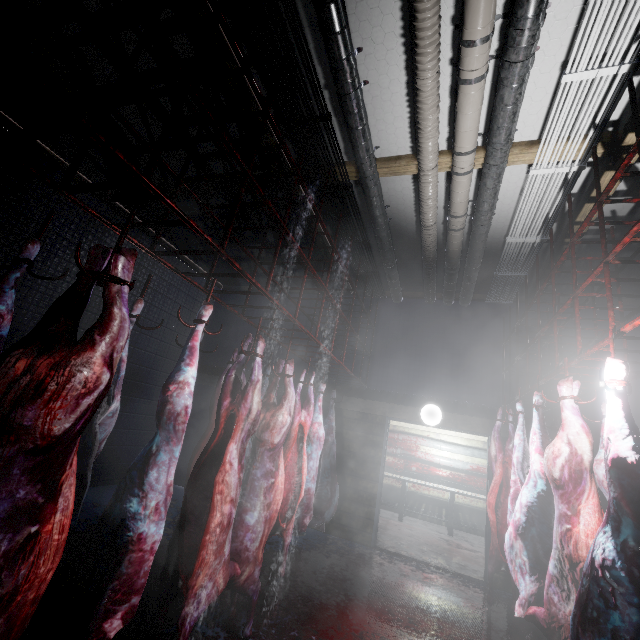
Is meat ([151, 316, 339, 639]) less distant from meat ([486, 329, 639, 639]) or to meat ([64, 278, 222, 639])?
meat ([64, 278, 222, 639])

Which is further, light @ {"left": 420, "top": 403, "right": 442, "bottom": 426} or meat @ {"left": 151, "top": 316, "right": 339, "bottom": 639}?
light @ {"left": 420, "top": 403, "right": 442, "bottom": 426}

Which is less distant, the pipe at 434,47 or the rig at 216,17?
the rig at 216,17

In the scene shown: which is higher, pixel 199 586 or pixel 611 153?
pixel 611 153

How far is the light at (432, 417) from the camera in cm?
481

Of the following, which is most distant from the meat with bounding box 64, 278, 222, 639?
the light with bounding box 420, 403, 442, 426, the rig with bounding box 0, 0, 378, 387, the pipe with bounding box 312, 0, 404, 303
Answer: the light with bounding box 420, 403, 442, 426

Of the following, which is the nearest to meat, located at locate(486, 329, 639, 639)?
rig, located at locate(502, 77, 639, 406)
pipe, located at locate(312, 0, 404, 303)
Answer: rig, located at locate(502, 77, 639, 406)

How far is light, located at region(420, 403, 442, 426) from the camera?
4.8m
